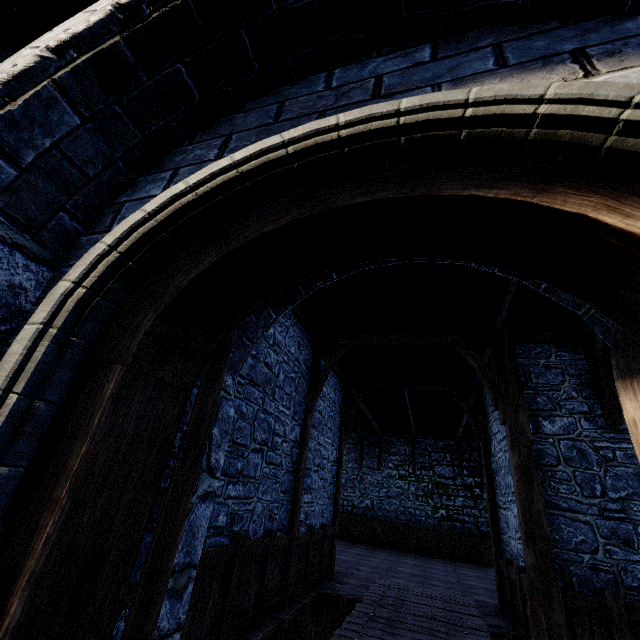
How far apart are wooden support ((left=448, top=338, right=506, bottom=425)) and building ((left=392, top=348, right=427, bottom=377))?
0.5m

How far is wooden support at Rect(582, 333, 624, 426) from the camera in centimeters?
Answer: 519cm

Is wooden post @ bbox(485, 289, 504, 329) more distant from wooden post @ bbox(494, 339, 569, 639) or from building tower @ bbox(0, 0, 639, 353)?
building tower @ bbox(0, 0, 639, 353)

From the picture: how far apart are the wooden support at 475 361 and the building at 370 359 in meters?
0.5

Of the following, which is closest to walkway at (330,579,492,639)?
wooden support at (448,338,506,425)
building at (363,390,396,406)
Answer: wooden support at (448,338,506,425)

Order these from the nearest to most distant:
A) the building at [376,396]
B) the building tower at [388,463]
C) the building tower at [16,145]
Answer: the building tower at [16,145] → the building at [376,396] → the building tower at [388,463]

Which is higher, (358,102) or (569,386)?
(569,386)

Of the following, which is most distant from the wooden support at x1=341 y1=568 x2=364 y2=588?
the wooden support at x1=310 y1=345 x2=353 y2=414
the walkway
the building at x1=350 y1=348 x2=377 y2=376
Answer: the building at x1=350 y1=348 x2=377 y2=376
